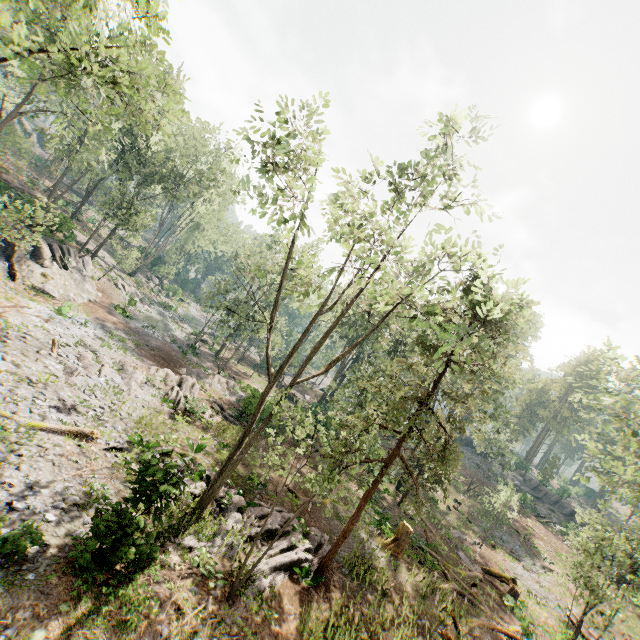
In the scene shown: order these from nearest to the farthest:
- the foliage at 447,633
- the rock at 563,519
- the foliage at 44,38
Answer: the foliage at 44,38 < the foliage at 447,633 < the rock at 563,519

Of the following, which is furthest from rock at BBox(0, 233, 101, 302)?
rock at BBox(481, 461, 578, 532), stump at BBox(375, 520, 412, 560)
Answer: rock at BBox(481, 461, 578, 532)

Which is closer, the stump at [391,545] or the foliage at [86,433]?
the foliage at [86,433]

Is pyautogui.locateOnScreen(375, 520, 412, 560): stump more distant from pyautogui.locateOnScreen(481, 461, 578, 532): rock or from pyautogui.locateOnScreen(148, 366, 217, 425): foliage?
pyautogui.locateOnScreen(481, 461, 578, 532): rock

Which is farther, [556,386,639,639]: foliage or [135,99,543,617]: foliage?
[556,386,639,639]: foliage

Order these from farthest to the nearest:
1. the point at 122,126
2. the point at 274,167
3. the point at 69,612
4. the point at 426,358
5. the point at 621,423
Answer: the point at 621,423 < the point at 122,126 < the point at 274,167 < the point at 426,358 < the point at 69,612

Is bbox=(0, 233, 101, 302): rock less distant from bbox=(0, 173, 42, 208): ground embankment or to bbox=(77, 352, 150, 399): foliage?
bbox=(77, 352, 150, 399): foliage

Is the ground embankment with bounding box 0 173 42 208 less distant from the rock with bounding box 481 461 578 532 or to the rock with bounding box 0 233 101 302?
the rock with bounding box 0 233 101 302
